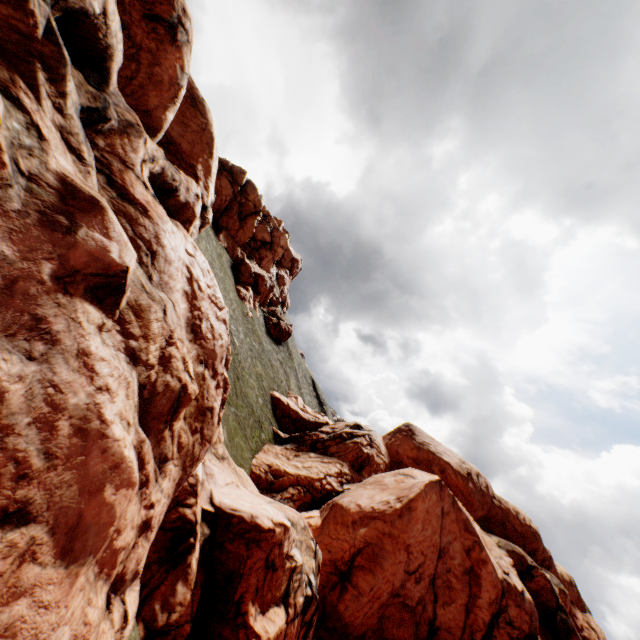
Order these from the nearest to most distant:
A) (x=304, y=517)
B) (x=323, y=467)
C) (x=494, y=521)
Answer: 1. (x=304, y=517)
2. (x=323, y=467)
3. (x=494, y=521)
